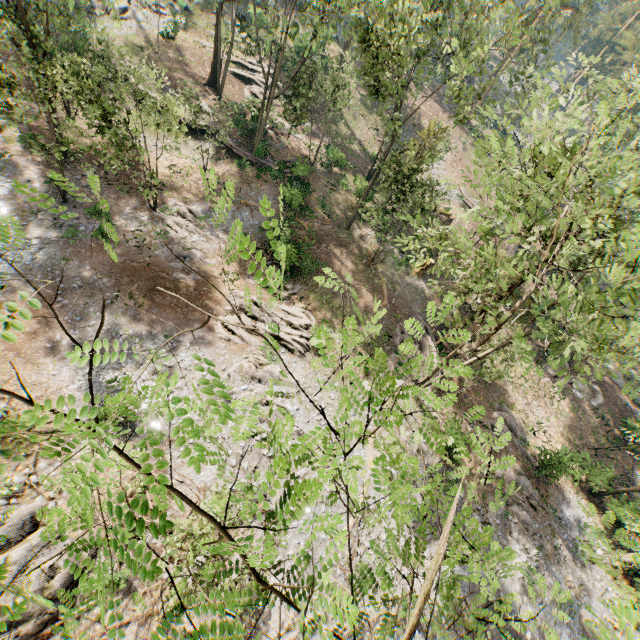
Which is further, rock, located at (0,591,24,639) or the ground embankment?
the ground embankment

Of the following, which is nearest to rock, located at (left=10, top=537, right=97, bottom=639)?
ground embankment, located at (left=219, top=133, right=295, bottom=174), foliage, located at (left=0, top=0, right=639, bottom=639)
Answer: foliage, located at (left=0, top=0, right=639, bottom=639)

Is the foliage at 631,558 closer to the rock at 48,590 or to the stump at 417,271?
the rock at 48,590

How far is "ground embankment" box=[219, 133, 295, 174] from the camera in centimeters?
3062cm

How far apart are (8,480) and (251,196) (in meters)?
25.33

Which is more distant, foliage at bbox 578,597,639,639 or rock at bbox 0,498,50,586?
rock at bbox 0,498,50,586

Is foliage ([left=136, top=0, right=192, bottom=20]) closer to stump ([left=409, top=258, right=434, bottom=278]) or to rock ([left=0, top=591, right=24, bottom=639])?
rock ([left=0, top=591, right=24, bottom=639])

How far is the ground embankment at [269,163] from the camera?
30.6 meters
